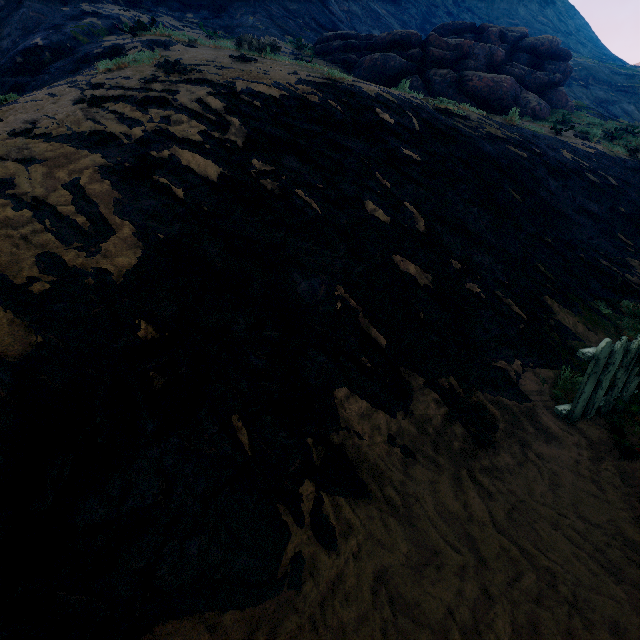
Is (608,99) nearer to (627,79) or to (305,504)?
(627,79)

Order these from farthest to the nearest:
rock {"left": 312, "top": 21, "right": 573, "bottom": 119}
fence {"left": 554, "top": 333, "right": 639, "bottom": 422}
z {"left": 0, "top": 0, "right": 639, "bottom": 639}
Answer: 1. rock {"left": 312, "top": 21, "right": 573, "bottom": 119}
2. fence {"left": 554, "top": 333, "right": 639, "bottom": 422}
3. z {"left": 0, "top": 0, "right": 639, "bottom": 639}

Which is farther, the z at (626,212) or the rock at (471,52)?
the rock at (471,52)

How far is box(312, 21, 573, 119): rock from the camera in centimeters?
1352cm

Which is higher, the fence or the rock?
the rock

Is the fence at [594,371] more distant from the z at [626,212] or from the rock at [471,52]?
the rock at [471,52]

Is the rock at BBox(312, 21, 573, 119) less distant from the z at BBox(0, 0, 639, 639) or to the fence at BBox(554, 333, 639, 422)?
the z at BBox(0, 0, 639, 639)

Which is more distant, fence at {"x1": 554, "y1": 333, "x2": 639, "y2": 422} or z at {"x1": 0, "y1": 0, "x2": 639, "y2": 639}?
fence at {"x1": 554, "y1": 333, "x2": 639, "y2": 422}
